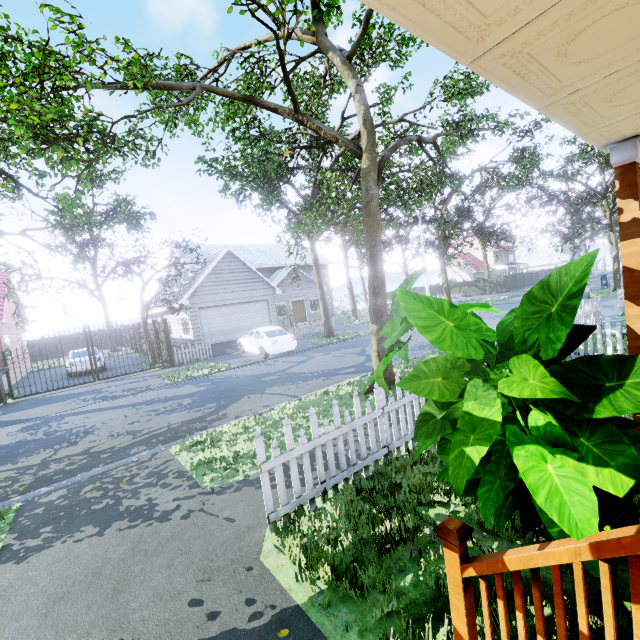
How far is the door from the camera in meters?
30.2

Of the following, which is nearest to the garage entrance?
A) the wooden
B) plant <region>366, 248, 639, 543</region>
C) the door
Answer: the door

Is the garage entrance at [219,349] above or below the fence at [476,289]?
below

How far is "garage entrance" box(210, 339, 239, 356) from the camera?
19.4m

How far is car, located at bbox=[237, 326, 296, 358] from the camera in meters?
16.0

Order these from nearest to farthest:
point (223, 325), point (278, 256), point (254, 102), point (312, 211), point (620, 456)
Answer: point (620, 456)
point (254, 102)
point (312, 211)
point (223, 325)
point (278, 256)

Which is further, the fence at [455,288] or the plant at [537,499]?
the fence at [455,288]

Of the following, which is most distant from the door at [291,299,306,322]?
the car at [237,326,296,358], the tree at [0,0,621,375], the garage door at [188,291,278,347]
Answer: the car at [237,326,296,358]
